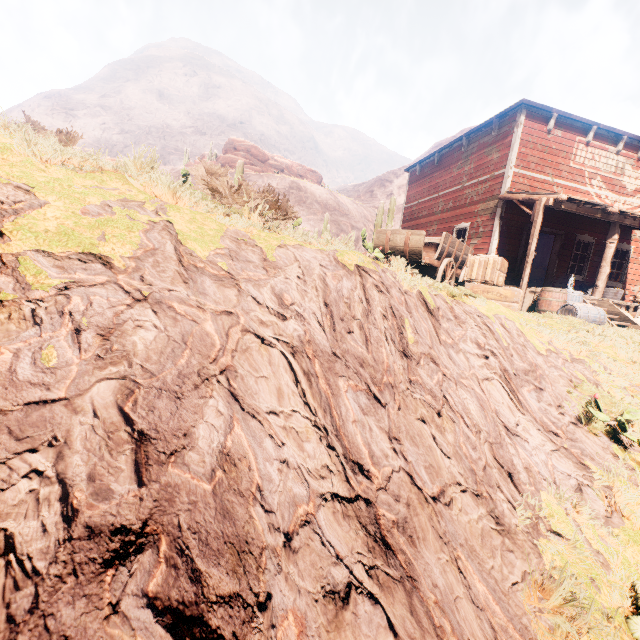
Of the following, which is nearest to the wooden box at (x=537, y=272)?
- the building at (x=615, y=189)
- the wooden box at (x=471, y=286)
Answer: the wooden box at (x=471, y=286)

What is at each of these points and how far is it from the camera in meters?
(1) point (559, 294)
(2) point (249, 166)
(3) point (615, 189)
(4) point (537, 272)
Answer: (1) barrel, 9.1
(2) rock, 45.8
(3) building, 12.4
(4) wooden box, 19.5

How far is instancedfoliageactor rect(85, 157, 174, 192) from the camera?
2.8 meters

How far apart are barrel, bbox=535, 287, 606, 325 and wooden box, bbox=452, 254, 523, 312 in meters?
1.7

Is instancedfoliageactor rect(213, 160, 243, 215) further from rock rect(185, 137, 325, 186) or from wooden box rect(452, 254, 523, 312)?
rock rect(185, 137, 325, 186)

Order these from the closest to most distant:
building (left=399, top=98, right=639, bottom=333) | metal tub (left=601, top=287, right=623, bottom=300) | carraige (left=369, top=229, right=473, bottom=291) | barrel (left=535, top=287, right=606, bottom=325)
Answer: carraige (left=369, top=229, right=473, bottom=291) → barrel (left=535, top=287, right=606, bottom=325) → building (left=399, top=98, right=639, bottom=333) → metal tub (left=601, top=287, right=623, bottom=300)

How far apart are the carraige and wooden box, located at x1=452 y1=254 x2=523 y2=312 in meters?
0.0

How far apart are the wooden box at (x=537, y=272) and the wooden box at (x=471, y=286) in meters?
13.5
